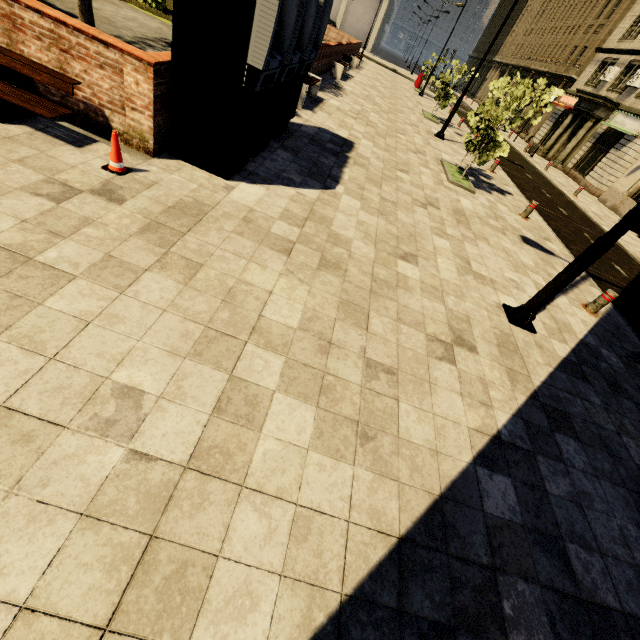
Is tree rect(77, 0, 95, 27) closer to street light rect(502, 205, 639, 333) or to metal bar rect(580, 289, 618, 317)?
street light rect(502, 205, 639, 333)

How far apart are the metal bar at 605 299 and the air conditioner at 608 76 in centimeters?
2991cm

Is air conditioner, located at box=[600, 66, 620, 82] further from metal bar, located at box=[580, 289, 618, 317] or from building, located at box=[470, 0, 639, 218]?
metal bar, located at box=[580, 289, 618, 317]

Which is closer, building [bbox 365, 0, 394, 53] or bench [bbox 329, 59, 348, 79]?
bench [bbox 329, 59, 348, 79]

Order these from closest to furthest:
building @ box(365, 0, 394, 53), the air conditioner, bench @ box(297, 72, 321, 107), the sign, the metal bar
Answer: the metal bar → bench @ box(297, 72, 321, 107) → the sign → the air conditioner → building @ box(365, 0, 394, 53)

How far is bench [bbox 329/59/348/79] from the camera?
16.67m

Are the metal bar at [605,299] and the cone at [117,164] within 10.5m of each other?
yes

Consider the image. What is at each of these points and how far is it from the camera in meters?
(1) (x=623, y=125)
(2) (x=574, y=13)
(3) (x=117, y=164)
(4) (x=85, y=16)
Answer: (1) sign, 21.9
(2) building, 34.5
(3) cone, 4.3
(4) tree, 7.1
